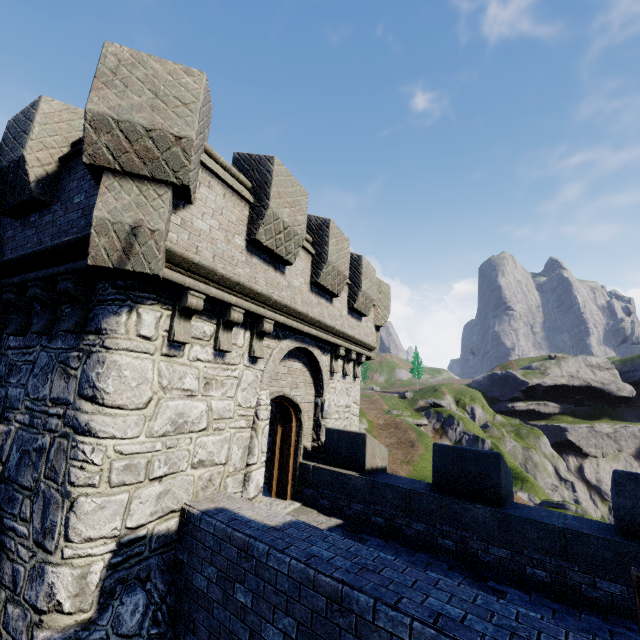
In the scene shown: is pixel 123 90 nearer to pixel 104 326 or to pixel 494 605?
pixel 104 326

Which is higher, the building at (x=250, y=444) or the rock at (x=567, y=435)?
the building at (x=250, y=444)

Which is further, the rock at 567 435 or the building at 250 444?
the rock at 567 435

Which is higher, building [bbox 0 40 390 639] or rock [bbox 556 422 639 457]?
building [bbox 0 40 390 639]

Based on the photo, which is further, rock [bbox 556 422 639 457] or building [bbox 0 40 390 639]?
rock [bbox 556 422 639 457]
